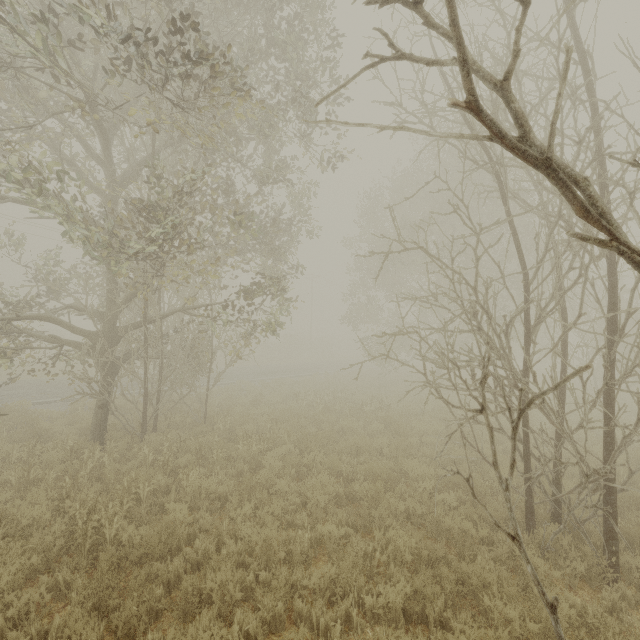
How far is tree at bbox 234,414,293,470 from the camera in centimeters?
815cm

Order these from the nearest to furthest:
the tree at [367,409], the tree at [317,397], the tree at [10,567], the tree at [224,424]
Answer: the tree at [10,567], the tree at [224,424], the tree at [367,409], the tree at [317,397]

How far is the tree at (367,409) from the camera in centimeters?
1216cm

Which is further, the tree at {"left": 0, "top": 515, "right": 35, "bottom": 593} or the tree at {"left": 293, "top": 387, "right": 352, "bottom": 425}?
the tree at {"left": 293, "top": 387, "right": 352, "bottom": 425}

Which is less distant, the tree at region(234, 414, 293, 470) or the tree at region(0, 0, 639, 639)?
the tree at region(0, 0, 639, 639)

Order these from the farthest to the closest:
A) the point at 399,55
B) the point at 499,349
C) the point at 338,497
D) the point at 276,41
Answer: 1. the point at 276,41
2. the point at 338,497
3. the point at 499,349
4. the point at 399,55

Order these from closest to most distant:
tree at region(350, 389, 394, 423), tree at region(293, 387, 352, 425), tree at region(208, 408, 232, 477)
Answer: tree at region(208, 408, 232, 477) < tree at region(350, 389, 394, 423) < tree at region(293, 387, 352, 425)
